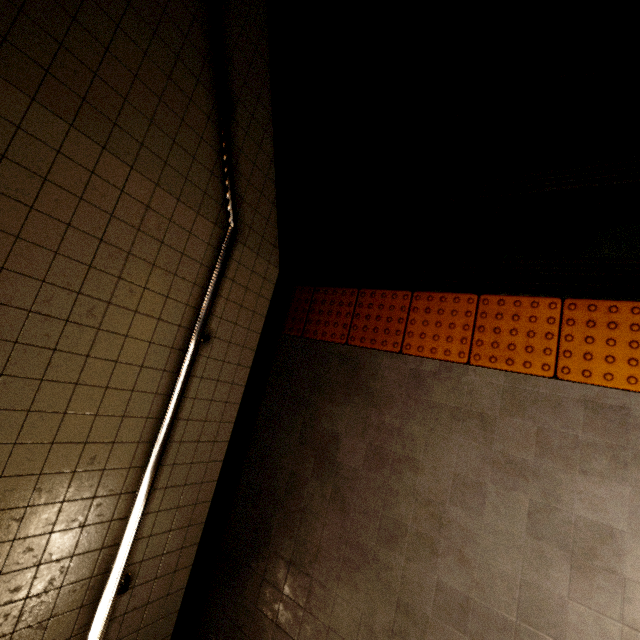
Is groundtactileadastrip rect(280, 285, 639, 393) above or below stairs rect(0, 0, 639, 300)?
below

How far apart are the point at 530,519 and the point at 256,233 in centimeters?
251cm

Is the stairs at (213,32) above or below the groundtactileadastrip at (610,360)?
above
